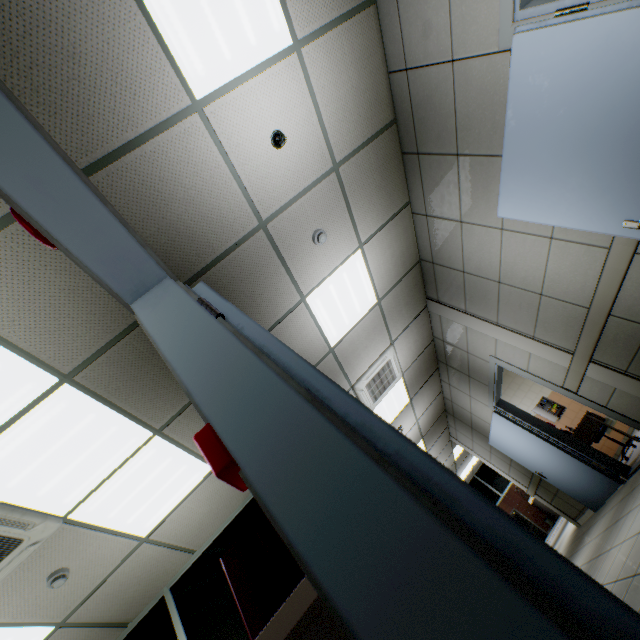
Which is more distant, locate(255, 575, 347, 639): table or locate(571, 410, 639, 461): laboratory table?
locate(571, 410, 639, 461): laboratory table

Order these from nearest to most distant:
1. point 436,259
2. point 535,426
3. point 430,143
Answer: point 430,143 → point 436,259 → point 535,426

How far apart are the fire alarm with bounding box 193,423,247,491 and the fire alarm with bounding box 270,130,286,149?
2.60m

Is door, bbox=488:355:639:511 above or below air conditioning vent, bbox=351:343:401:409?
below

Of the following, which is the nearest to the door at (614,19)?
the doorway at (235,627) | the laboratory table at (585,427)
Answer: the doorway at (235,627)

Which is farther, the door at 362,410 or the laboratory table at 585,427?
the laboratory table at 585,427

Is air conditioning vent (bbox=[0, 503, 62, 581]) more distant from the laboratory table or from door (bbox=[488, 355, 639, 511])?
the laboratory table

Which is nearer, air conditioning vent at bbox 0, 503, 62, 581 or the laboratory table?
air conditioning vent at bbox 0, 503, 62, 581
